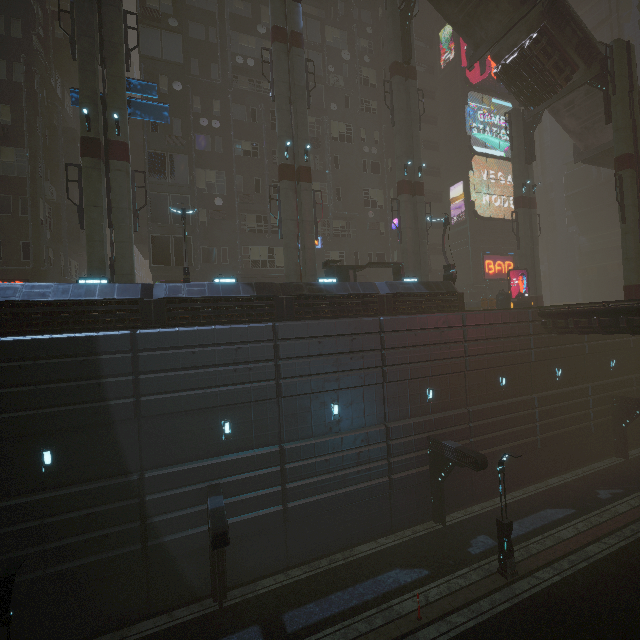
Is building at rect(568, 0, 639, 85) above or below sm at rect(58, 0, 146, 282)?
above

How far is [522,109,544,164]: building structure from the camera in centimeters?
2805cm

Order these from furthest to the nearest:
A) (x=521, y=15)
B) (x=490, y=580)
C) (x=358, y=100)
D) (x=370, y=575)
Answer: (x=358, y=100) → (x=521, y=15) → (x=370, y=575) → (x=490, y=580)

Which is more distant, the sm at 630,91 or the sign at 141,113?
the sm at 630,91

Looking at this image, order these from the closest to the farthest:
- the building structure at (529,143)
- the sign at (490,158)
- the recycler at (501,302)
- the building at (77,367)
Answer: the building at (77,367), the recycler at (501,302), the building structure at (529,143), the sign at (490,158)

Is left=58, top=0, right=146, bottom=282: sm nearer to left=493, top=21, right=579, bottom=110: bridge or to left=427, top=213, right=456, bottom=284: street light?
left=427, top=213, right=456, bottom=284: street light

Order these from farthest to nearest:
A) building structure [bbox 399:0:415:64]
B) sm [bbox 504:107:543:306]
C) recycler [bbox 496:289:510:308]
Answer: sm [bbox 504:107:543:306] → recycler [bbox 496:289:510:308] → building structure [bbox 399:0:415:64]

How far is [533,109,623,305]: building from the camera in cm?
4759
